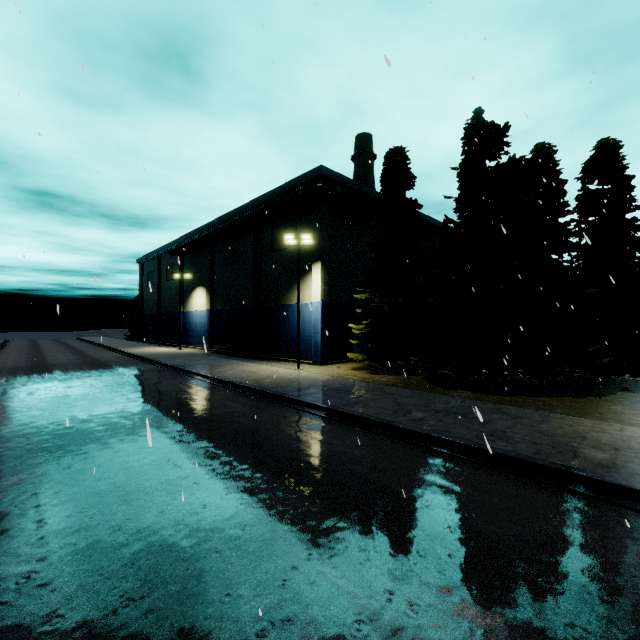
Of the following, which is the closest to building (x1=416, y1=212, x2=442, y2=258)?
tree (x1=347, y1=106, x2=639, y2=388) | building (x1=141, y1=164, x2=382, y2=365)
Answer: tree (x1=347, y1=106, x2=639, y2=388)

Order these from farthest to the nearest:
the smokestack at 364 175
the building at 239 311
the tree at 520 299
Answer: the smokestack at 364 175 → the building at 239 311 → the tree at 520 299

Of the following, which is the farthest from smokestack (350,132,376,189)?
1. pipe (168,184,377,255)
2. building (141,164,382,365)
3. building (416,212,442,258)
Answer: pipe (168,184,377,255)

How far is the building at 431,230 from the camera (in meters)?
36.69

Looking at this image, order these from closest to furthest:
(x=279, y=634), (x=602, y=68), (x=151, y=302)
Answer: (x=279, y=634)
(x=602, y=68)
(x=151, y=302)

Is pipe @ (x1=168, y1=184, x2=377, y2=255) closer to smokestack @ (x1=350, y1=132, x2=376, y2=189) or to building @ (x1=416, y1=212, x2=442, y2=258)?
building @ (x1=416, y1=212, x2=442, y2=258)

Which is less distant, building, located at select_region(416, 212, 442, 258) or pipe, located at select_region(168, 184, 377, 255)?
pipe, located at select_region(168, 184, 377, 255)

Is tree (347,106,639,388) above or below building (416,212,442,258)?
below
